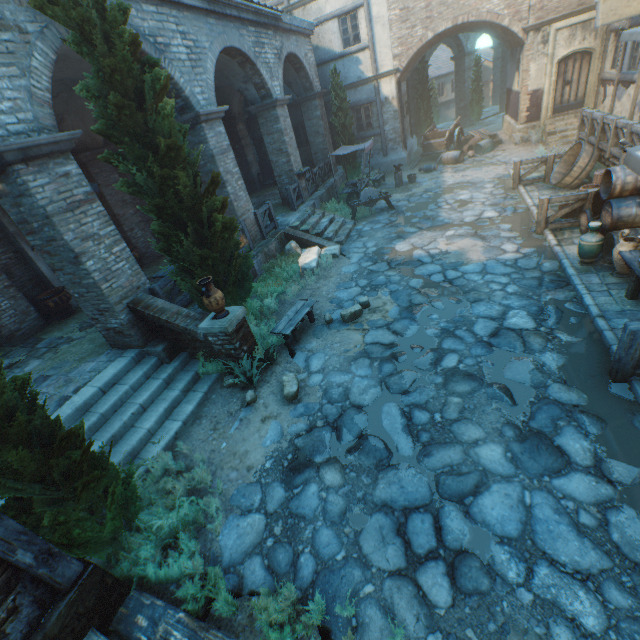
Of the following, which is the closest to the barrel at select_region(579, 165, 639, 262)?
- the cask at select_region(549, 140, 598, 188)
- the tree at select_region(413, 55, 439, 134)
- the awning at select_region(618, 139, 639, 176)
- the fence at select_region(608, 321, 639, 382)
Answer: the awning at select_region(618, 139, 639, 176)

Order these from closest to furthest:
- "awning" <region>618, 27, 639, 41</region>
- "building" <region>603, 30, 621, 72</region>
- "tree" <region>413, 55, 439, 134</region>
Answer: "awning" <region>618, 27, 639, 41</region> < "building" <region>603, 30, 621, 72</region> < "tree" <region>413, 55, 439, 134</region>

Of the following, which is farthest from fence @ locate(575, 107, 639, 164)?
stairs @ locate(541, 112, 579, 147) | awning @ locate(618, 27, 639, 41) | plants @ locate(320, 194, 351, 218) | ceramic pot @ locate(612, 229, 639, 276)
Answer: plants @ locate(320, 194, 351, 218)

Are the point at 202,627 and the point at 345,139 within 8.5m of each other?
no

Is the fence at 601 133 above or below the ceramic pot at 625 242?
above

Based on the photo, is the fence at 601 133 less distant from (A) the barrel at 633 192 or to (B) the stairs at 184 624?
(A) the barrel at 633 192

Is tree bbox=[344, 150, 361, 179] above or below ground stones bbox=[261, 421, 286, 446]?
above

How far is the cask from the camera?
9.85m
